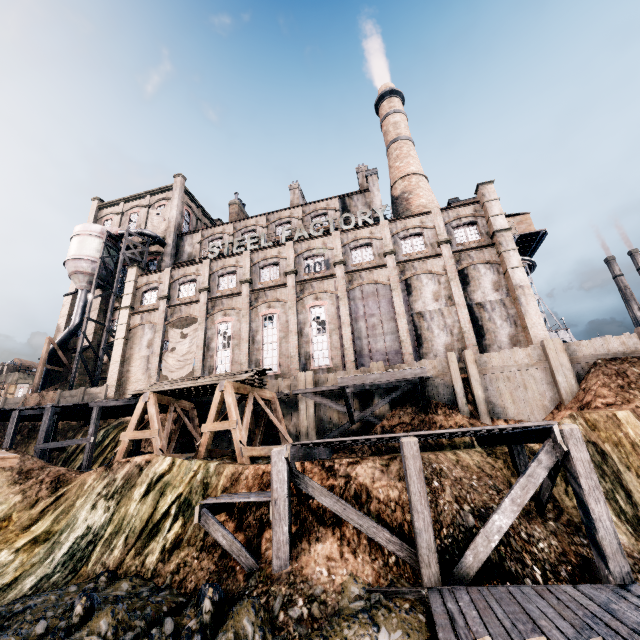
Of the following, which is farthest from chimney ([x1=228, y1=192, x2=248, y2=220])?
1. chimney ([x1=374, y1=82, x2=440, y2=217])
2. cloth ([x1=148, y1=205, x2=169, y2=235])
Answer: chimney ([x1=374, y1=82, x2=440, y2=217])

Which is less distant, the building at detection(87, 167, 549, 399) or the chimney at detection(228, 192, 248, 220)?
the building at detection(87, 167, 549, 399)

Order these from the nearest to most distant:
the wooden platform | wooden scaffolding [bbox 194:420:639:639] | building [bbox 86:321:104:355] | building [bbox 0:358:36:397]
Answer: wooden scaffolding [bbox 194:420:639:639], the wooden platform, building [bbox 86:321:104:355], building [bbox 0:358:36:397]

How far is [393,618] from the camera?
7.7 meters

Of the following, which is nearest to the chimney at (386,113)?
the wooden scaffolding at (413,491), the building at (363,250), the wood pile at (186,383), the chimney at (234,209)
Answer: the building at (363,250)

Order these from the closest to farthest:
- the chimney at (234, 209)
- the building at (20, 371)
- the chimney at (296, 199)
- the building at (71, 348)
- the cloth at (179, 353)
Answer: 1. the cloth at (179, 353)
2. the building at (71, 348)
3. the chimney at (296, 199)
4. the chimney at (234, 209)
5. the building at (20, 371)

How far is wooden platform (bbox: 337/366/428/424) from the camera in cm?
1783

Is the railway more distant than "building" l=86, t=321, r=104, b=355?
No
